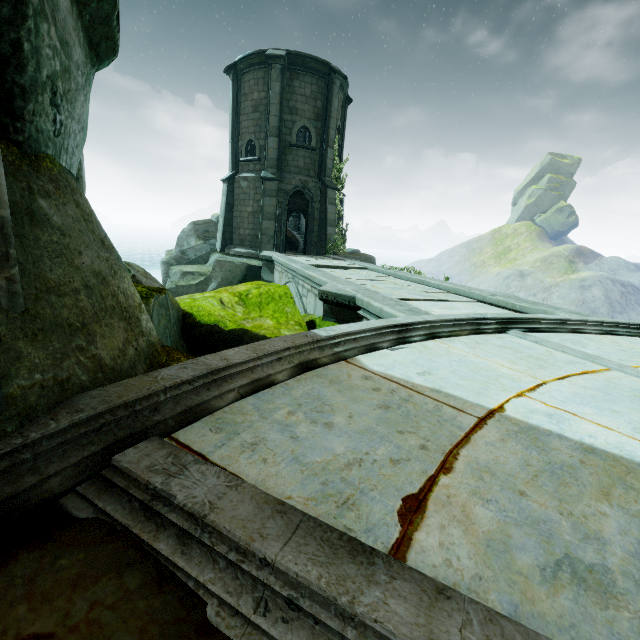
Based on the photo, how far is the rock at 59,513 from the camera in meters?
1.4 m

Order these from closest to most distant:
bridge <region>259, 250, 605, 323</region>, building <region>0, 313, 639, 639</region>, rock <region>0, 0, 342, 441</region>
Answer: building <region>0, 313, 639, 639</region>
rock <region>0, 0, 342, 441</region>
bridge <region>259, 250, 605, 323</region>

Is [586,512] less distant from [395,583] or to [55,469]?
[395,583]

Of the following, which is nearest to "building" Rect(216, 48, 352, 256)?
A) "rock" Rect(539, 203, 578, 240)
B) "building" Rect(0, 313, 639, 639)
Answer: "building" Rect(0, 313, 639, 639)

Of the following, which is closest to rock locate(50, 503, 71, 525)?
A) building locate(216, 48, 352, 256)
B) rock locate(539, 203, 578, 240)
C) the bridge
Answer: the bridge

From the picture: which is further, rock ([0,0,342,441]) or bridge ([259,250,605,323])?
bridge ([259,250,605,323])

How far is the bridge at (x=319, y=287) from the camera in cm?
549

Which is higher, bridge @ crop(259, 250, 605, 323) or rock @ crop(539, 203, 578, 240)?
rock @ crop(539, 203, 578, 240)
